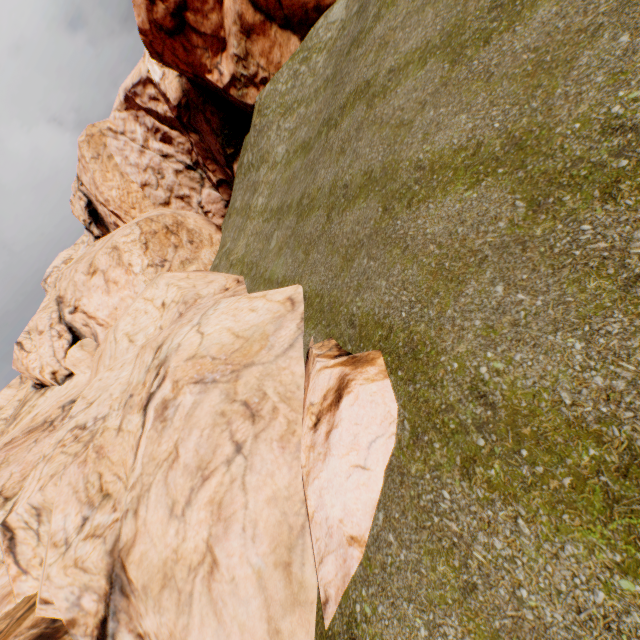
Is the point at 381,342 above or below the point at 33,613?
below
